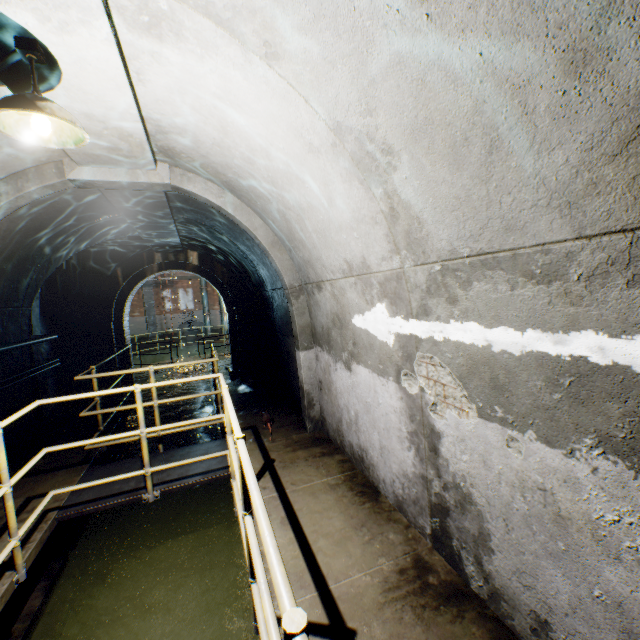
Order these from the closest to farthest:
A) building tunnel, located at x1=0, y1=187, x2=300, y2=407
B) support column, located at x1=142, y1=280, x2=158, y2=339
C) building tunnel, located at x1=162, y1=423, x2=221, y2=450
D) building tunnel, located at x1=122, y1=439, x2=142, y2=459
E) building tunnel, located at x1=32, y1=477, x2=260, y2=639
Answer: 1. building tunnel, located at x1=32, y1=477, x2=260, y2=639
2. building tunnel, located at x1=0, y1=187, x2=300, y2=407
3. building tunnel, located at x1=122, y1=439, x2=142, y2=459
4. building tunnel, located at x1=162, y1=423, x2=221, y2=450
5. support column, located at x1=142, y1=280, x2=158, y2=339

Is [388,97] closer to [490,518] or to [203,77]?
[203,77]

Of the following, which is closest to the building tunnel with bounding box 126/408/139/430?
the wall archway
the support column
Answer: the wall archway

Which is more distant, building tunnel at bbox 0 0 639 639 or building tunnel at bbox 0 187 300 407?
building tunnel at bbox 0 187 300 407

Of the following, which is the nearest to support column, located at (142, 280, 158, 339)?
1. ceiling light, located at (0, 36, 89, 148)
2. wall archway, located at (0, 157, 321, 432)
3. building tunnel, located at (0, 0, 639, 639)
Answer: building tunnel, located at (0, 0, 639, 639)

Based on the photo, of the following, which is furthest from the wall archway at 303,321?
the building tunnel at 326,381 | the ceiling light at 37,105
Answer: the ceiling light at 37,105

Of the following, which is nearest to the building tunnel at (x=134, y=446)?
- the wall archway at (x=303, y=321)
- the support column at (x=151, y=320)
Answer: the wall archway at (x=303, y=321)

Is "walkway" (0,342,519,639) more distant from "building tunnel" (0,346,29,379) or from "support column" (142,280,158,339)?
"support column" (142,280,158,339)
